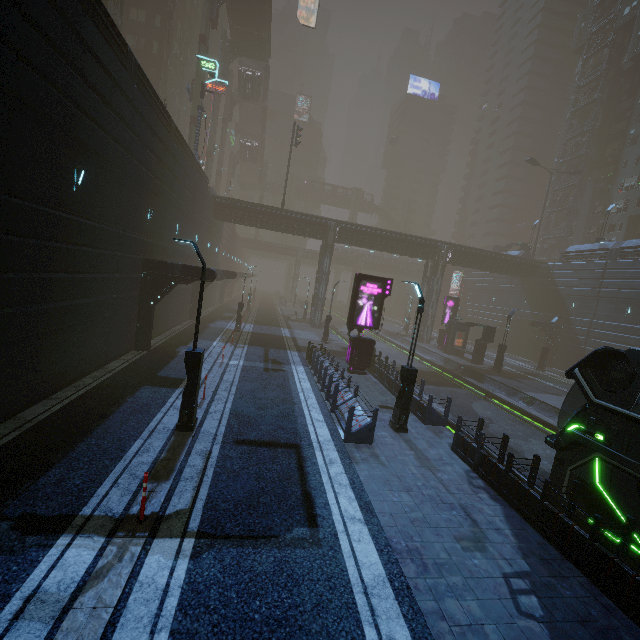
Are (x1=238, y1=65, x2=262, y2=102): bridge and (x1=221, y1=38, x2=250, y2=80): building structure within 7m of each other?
yes

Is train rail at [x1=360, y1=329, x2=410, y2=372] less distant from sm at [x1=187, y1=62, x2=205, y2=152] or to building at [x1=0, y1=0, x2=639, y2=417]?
building at [x1=0, y1=0, x2=639, y2=417]

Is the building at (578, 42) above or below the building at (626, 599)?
above

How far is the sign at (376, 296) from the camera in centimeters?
1909cm

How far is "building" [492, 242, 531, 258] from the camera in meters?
44.0 m

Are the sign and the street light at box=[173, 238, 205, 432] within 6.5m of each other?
no

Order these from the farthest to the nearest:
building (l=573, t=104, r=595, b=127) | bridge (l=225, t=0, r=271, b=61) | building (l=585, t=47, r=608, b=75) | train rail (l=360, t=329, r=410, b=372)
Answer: building (l=573, t=104, r=595, b=127)
building (l=585, t=47, r=608, b=75)
bridge (l=225, t=0, r=271, b=61)
train rail (l=360, t=329, r=410, b=372)

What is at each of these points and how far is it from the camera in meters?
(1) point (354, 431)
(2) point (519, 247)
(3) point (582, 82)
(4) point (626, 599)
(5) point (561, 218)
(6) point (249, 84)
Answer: (1) building, 10.7
(2) building, 47.5
(3) building structure, 50.8
(4) building, 5.9
(5) building, 55.7
(6) bridge, 53.0
